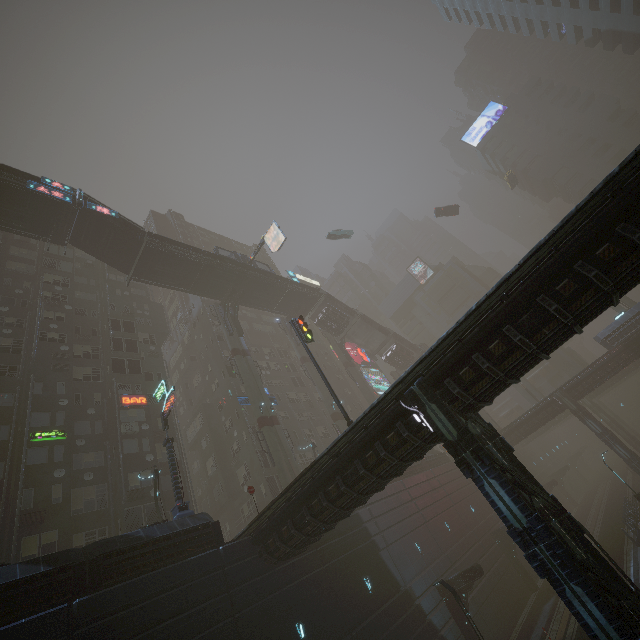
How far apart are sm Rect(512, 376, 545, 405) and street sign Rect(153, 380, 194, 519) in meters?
48.6 m

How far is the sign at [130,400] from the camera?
29.4m

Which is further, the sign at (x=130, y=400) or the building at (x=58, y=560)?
the sign at (x=130, y=400)

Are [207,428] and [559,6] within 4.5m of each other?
no

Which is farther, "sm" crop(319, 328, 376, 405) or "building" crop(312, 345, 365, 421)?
"building" crop(312, 345, 365, 421)

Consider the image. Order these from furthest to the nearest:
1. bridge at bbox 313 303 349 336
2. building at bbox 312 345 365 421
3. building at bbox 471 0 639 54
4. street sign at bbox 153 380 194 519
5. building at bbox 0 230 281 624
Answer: building at bbox 312 345 365 421, bridge at bbox 313 303 349 336, building at bbox 471 0 639 54, street sign at bbox 153 380 194 519, building at bbox 0 230 281 624

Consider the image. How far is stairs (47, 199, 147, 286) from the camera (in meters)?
29.38

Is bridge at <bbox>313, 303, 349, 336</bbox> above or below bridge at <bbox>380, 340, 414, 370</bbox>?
above
